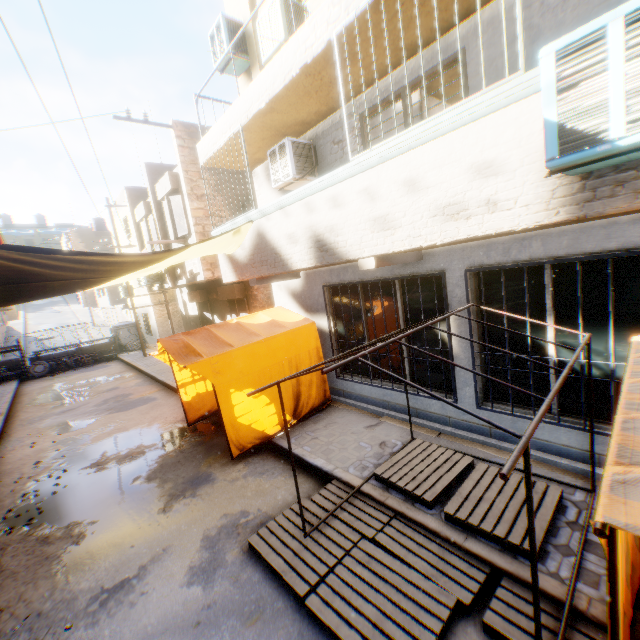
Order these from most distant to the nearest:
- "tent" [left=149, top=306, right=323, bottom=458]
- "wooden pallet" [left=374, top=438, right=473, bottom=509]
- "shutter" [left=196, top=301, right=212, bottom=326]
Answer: "shutter" [left=196, top=301, right=212, bottom=326] → "tent" [left=149, top=306, right=323, bottom=458] → "wooden pallet" [left=374, top=438, right=473, bottom=509]

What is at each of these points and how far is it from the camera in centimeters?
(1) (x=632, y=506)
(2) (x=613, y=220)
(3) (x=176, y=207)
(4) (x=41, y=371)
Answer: (1) tent, 136cm
(2) building, 377cm
(3) shutter, 1131cm
(4) wheel, 1862cm

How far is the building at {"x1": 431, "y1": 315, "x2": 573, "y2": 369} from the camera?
4.6 meters

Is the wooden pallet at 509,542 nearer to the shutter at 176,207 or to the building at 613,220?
the building at 613,220

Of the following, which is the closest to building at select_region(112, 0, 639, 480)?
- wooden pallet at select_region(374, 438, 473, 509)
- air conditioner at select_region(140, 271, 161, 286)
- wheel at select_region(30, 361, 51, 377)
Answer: air conditioner at select_region(140, 271, 161, 286)

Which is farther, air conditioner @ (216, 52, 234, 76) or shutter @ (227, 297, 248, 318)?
shutter @ (227, 297, 248, 318)

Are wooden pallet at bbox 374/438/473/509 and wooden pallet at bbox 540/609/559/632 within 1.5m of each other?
yes

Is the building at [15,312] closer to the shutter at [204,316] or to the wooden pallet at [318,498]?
the shutter at [204,316]
